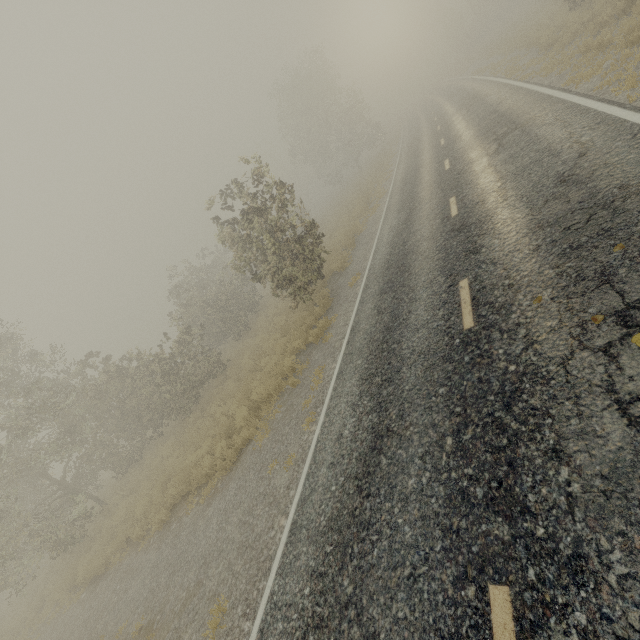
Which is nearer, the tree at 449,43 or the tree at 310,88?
the tree at 310,88

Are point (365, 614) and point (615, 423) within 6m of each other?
yes

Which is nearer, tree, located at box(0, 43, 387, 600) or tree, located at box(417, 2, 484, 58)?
tree, located at box(0, 43, 387, 600)
